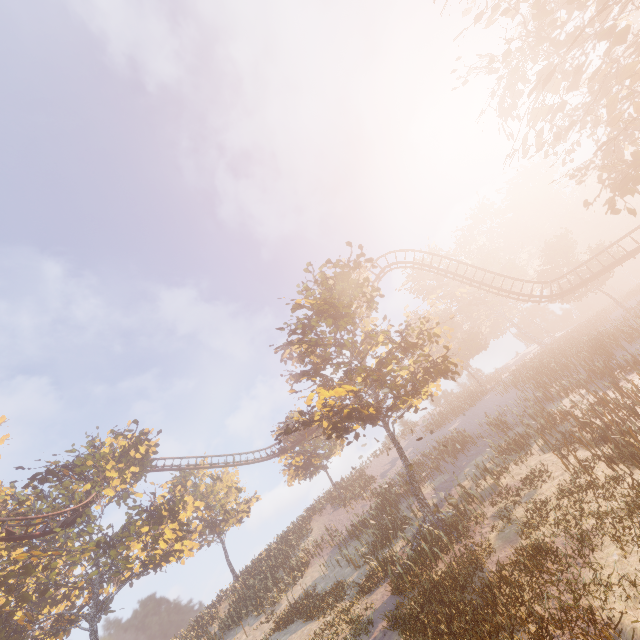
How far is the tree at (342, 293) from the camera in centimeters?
1595cm

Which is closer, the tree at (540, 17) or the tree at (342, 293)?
the tree at (540, 17)

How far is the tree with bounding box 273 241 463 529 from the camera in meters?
16.0 m

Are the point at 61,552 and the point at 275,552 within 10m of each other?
no

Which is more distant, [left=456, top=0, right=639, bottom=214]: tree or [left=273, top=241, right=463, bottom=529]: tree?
[left=273, top=241, right=463, bottom=529]: tree
